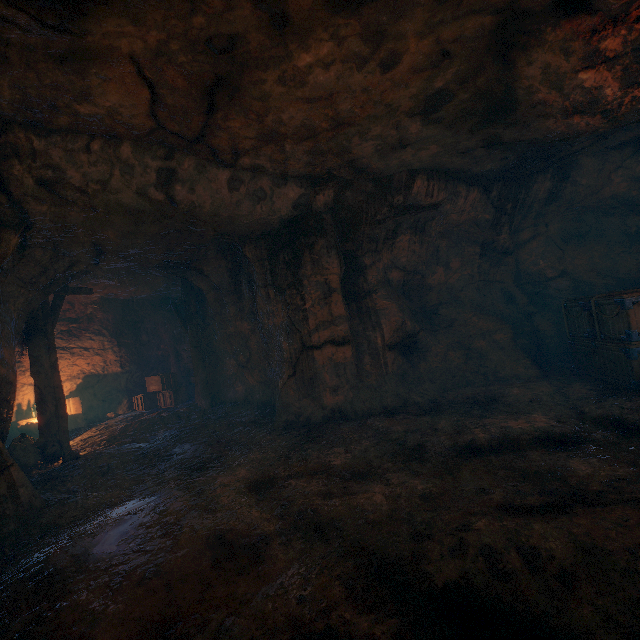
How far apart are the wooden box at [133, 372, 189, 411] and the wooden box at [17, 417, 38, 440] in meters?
1.6 m

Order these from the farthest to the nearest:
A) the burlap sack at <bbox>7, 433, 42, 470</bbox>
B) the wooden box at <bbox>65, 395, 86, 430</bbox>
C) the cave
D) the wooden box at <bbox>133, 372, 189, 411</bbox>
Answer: the wooden box at <bbox>133, 372, 189, 411</bbox> → the wooden box at <bbox>65, 395, 86, 430</bbox> → the burlap sack at <bbox>7, 433, 42, 470</bbox> → the cave

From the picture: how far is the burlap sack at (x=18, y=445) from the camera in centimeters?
702cm

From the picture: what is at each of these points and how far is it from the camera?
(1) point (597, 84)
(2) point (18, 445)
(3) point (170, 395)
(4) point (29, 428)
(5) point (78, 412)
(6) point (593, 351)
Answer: (1) burlap sack, 4.6m
(2) burlap sack, 7.1m
(3) wooden box, 12.1m
(4) wooden box, 10.1m
(5) wooden box, 11.3m
(6) wooden box, 6.7m

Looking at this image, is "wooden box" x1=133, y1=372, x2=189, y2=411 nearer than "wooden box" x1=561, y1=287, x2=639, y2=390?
No

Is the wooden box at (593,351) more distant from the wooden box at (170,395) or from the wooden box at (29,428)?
the wooden box at (29,428)

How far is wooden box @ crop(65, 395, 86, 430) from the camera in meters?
11.1 m
